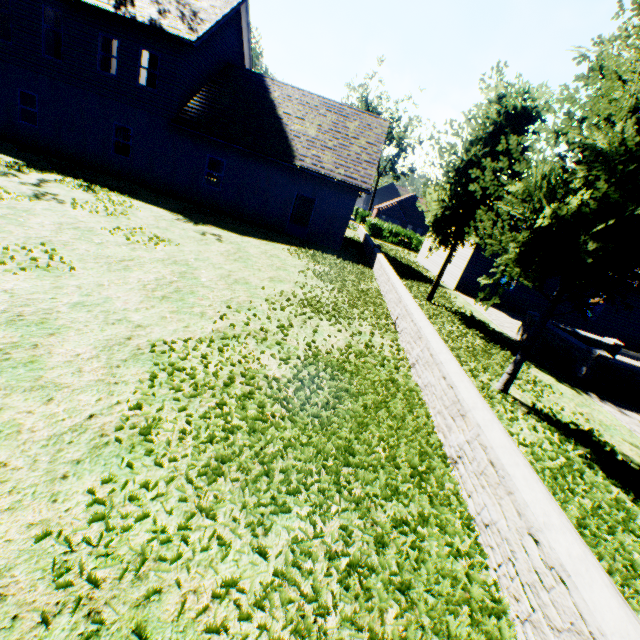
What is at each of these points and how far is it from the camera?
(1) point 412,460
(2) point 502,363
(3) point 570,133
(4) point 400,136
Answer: (1) plant, 3.88m
(2) plant, 8.45m
(3) tree, 5.45m
(4) tree, 45.22m

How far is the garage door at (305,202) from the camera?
24.2 meters

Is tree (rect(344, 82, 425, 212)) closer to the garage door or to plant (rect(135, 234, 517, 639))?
plant (rect(135, 234, 517, 639))

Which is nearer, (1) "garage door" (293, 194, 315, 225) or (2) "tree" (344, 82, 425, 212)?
(1) "garage door" (293, 194, 315, 225)

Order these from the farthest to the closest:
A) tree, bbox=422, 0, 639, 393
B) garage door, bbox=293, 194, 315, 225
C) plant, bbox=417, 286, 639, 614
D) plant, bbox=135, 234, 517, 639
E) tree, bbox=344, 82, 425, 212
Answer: tree, bbox=344, 82, 425, 212
garage door, bbox=293, 194, 315, 225
tree, bbox=422, 0, 639, 393
plant, bbox=417, 286, 639, 614
plant, bbox=135, 234, 517, 639

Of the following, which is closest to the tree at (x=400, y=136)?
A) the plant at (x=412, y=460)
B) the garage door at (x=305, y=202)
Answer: the plant at (x=412, y=460)

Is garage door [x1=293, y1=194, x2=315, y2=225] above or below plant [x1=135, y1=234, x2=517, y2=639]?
above
